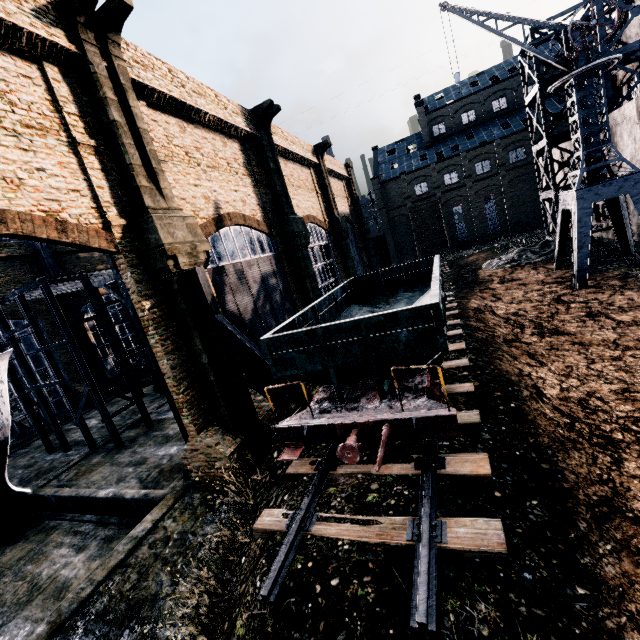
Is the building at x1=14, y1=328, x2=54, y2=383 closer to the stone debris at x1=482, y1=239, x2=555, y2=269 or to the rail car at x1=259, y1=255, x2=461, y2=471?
the stone debris at x1=482, y1=239, x2=555, y2=269

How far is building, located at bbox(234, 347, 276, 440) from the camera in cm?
1547

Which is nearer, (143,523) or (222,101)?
(143,523)

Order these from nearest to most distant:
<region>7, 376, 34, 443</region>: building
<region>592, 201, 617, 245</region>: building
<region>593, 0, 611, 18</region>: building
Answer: <region>593, 0, 611, 18</region>: building
<region>592, 201, 617, 245</region>: building
<region>7, 376, 34, 443</region>: building

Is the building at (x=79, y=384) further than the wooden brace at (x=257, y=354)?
Yes

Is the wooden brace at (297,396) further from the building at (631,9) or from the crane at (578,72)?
the crane at (578,72)

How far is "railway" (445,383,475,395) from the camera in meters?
10.9 m
